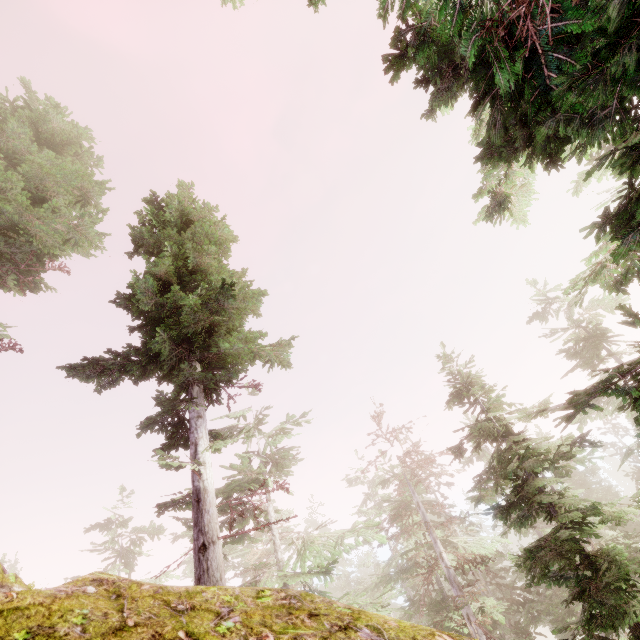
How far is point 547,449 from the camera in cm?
992

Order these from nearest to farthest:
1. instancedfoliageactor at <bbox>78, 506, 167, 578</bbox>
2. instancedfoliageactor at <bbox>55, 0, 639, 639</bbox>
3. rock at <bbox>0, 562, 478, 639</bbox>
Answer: rock at <bbox>0, 562, 478, 639</bbox>, instancedfoliageactor at <bbox>55, 0, 639, 639</bbox>, instancedfoliageactor at <bbox>78, 506, 167, 578</bbox>

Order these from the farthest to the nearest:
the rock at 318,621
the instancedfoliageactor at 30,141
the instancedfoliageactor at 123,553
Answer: the instancedfoliageactor at 123,553 → the instancedfoliageactor at 30,141 → the rock at 318,621

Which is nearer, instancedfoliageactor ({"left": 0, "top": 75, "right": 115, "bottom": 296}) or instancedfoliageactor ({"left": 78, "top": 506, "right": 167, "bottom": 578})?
instancedfoliageactor ({"left": 0, "top": 75, "right": 115, "bottom": 296})

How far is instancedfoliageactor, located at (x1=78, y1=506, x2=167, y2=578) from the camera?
24.19m

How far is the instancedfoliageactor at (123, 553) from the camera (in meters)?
24.19

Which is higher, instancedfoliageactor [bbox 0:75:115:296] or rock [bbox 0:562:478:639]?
instancedfoliageactor [bbox 0:75:115:296]
